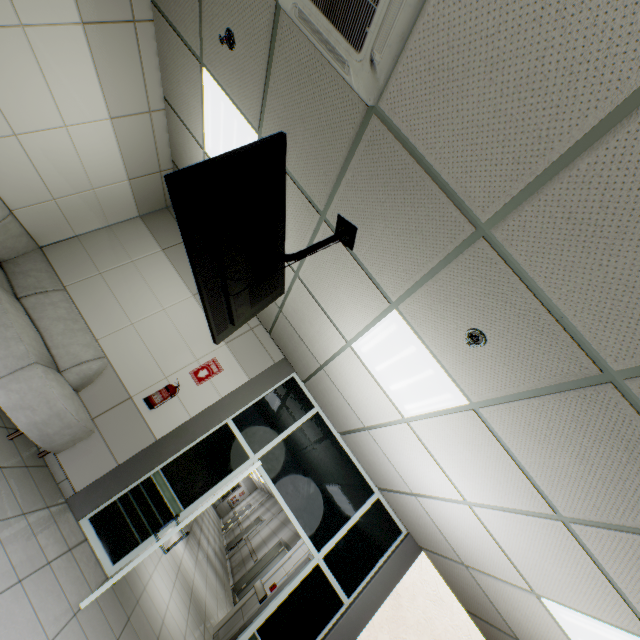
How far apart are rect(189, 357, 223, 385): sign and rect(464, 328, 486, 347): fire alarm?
3.9 meters

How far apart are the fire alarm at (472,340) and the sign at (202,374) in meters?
3.9 m

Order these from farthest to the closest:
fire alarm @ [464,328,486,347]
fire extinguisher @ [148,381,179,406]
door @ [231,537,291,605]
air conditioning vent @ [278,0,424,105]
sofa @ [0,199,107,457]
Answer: door @ [231,537,291,605]
fire extinguisher @ [148,381,179,406]
sofa @ [0,199,107,457]
fire alarm @ [464,328,486,347]
air conditioning vent @ [278,0,424,105]

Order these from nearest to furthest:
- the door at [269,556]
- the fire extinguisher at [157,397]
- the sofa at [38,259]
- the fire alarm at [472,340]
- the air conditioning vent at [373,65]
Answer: the air conditioning vent at [373,65], the fire alarm at [472,340], the sofa at [38,259], the fire extinguisher at [157,397], the door at [269,556]

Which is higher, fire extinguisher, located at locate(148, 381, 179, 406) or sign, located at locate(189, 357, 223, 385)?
sign, located at locate(189, 357, 223, 385)

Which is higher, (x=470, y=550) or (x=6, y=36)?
(x=470, y=550)

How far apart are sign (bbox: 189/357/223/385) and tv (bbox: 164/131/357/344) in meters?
2.3

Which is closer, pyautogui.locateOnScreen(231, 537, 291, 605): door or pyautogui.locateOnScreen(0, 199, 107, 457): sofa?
pyautogui.locateOnScreen(0, 199, 107, 457): sofa
